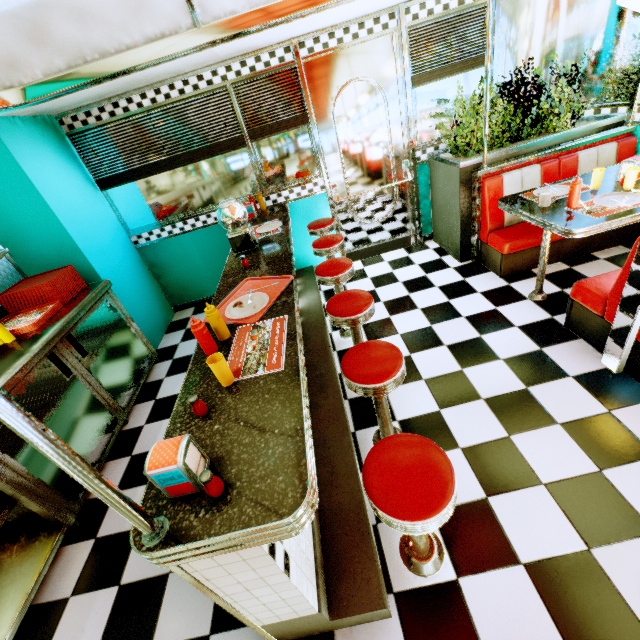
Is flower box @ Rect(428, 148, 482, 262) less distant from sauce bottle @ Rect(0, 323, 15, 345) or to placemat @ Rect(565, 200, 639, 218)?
placemat @ Rect(565, 200, 639, 218)

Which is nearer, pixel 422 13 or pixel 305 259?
pixel 422 13

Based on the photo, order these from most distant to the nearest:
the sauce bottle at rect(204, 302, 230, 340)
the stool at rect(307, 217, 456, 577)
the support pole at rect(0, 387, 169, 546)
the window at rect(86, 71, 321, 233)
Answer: the window at rect(86, 71, 321, 233) < the sauce bottle at rect(204, 302, 230, 340) < the stool at rect(307, 217, 456, 577) < the support pole at rect(0, 387, 169, 546)

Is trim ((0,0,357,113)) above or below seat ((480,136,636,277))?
above

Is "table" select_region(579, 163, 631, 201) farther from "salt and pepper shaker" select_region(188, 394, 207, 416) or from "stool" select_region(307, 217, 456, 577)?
"salt and pepper shaker" select_region(188, 394, 207, 416)

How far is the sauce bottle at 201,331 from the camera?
1.7 meters

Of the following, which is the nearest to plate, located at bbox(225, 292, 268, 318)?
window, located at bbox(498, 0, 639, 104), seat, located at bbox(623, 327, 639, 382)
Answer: seat, located at bbox(623, 327, 639, 382)

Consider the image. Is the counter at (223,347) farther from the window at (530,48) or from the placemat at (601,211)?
the window at (530,48)
